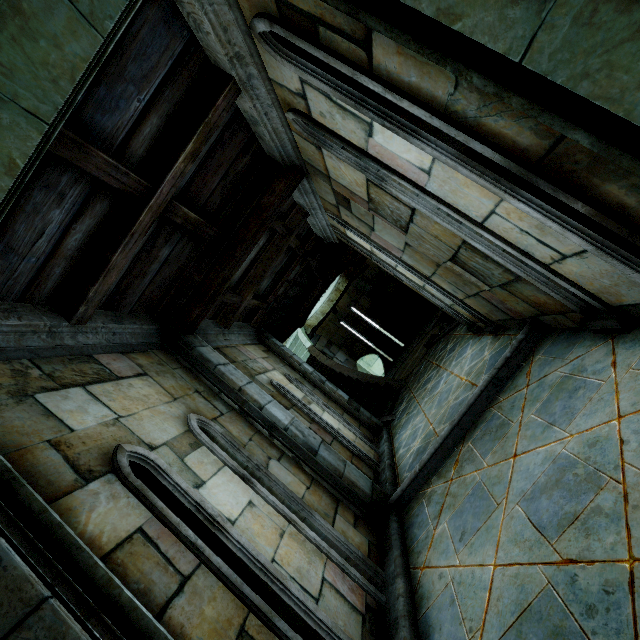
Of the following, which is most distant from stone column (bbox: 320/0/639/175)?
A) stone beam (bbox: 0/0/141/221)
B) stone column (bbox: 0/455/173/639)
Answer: stone column (bbox: 0/455/173/639)

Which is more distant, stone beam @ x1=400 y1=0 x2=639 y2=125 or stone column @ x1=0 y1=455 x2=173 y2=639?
stone column @ x1=0 y1=455 x2=173 y2=639

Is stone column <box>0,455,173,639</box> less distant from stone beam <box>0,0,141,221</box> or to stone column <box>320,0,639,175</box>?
stone beam <box>0,0,141,221</box>

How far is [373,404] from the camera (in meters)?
9.57

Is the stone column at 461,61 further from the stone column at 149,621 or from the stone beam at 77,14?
the stone column at 149,621
